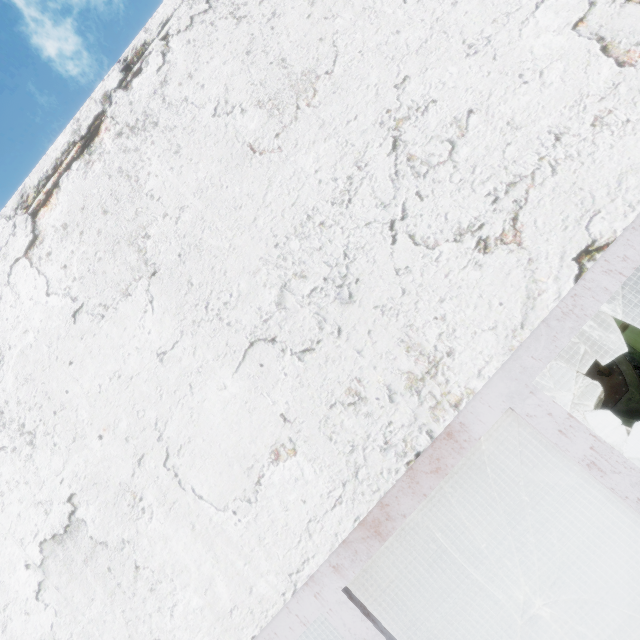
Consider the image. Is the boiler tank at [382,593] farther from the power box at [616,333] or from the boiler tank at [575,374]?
the power box at [616,333]

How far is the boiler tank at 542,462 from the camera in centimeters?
704cm

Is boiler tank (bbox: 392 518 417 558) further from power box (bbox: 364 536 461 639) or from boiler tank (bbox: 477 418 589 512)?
boiler tank (bbox: 477 418 589 512)

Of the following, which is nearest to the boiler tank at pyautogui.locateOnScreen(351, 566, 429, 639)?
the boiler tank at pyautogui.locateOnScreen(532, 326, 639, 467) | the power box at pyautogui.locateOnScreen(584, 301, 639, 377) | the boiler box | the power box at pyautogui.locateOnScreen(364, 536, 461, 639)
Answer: the power box at pyautogui.locateOnScreen(364, 536, 461, 639)

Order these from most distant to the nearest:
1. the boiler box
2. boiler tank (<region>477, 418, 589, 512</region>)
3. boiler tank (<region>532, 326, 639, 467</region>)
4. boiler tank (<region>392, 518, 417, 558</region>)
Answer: boiler tank (<region>392, 518, 417, 558</region>) < the boiler box < boiler tank (<region>477, 418, 589, 512</region>) < boiler tank (<region>532, 326, 639, 467</region>)

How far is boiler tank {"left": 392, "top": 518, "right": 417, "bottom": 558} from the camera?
11.1 meters

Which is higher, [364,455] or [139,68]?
[139,68]

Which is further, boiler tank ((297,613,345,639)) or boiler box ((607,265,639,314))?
boiler box ((607,265,639,314))
